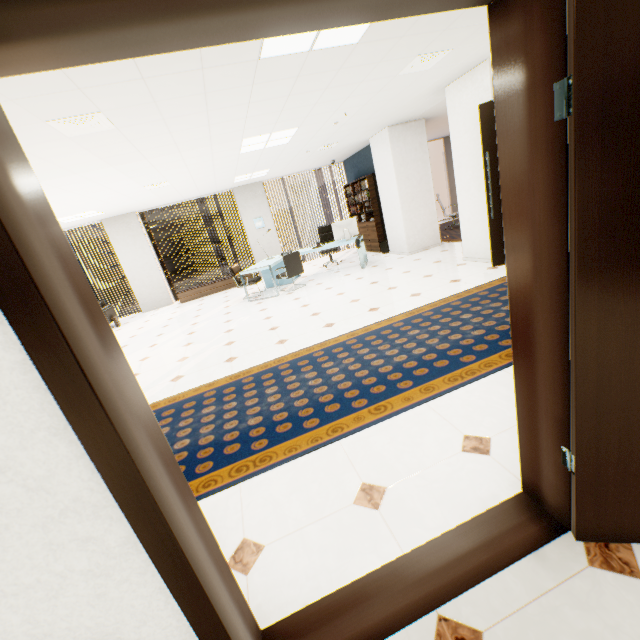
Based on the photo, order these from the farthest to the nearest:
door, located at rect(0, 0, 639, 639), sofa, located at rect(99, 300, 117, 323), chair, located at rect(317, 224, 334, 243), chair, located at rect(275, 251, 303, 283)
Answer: chair, located at rect(317, 224, 334, 243) < sofa, located at rect(99, 300, 117, 323) < chair, located at rect(275, 251, 303, 283) < door, located at rect(0, 0, 639, 639)

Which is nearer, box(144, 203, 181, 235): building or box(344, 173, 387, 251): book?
Result: box(344, 173, 387, 251): book

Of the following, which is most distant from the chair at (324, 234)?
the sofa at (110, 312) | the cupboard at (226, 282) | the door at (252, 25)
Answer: the door at (252, 25)

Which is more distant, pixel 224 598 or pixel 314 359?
pixel 314 359

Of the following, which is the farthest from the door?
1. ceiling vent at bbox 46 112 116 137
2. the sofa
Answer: the sofa

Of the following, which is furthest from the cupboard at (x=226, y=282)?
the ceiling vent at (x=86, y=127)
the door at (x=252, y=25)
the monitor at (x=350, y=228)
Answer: the door at (x=252, y=25)

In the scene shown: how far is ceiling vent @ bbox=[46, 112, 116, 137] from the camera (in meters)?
3.05

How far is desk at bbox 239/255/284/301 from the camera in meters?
7.5
